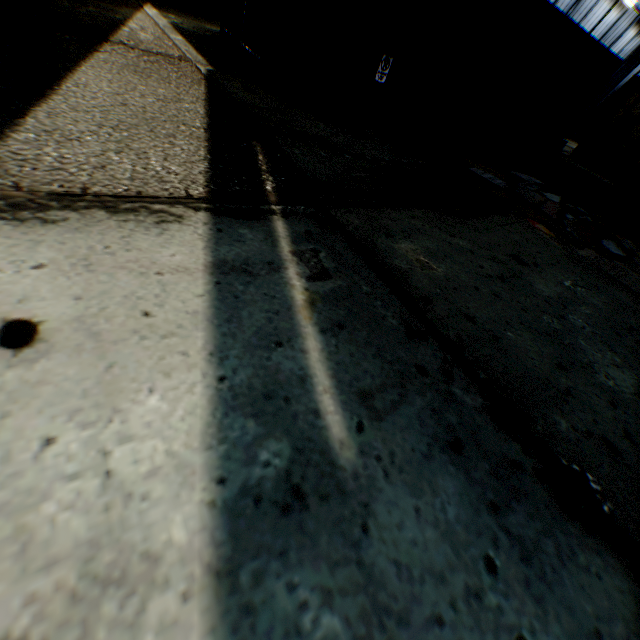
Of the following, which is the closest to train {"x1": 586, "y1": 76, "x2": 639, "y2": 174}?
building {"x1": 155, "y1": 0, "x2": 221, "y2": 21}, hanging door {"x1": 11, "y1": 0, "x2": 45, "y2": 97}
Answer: building {"x1": 155, "y1": 0, "x2": 221, "y2": 21}

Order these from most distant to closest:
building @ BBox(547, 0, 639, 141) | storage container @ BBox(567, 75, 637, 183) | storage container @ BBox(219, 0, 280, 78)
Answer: building @ BBox(547, 0, 639, 141), storage container @ BBox(567, 75, 637, 183), storage container @ BBox(219, 0, 280, 78)

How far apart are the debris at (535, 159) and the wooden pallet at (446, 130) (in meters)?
1.59

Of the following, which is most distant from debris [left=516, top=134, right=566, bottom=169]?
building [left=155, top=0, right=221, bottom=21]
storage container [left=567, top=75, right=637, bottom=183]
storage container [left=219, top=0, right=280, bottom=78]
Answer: building [left=155, top=0, right=221, bottom=21]

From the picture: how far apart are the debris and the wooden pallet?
1.6m

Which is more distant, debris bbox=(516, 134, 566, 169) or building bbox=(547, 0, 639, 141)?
building bbox=(547, 0, 639, 141)

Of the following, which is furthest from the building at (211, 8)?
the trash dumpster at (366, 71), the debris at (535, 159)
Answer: the debris at (535, 159)

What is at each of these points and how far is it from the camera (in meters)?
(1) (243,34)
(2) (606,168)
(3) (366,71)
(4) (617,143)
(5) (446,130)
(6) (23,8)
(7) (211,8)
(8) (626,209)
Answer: (1) storage container, 6.53
(2) storage container, 13.02
(3) trash dumpster, 5.77
(4) train, 7.86
(5) wooden pallet, 7.62
(6) hanging door, 2.47
(7) building, 9.68
(8) concrete block, 6.23
